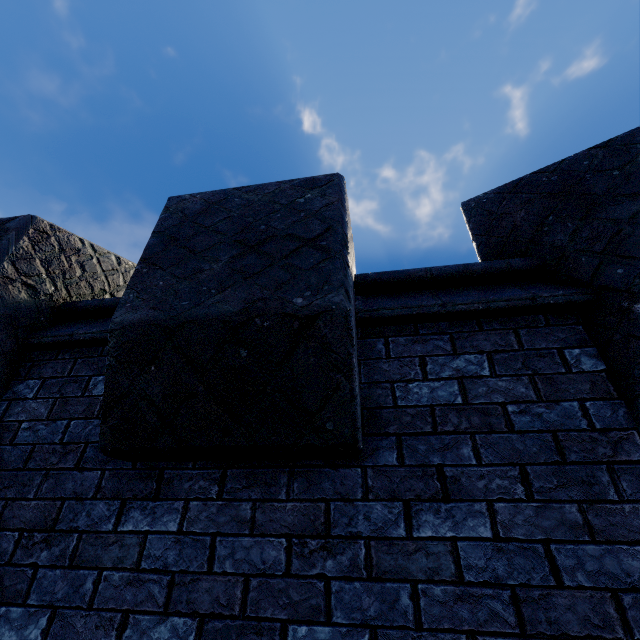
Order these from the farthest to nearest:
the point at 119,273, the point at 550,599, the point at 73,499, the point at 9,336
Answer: the point at 119,273 → the point at 9,336 → the point at 73,499 → the point at 550,599
